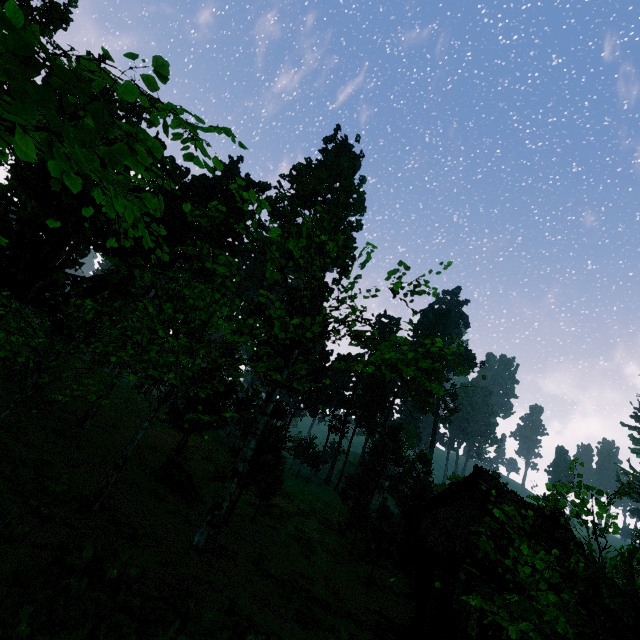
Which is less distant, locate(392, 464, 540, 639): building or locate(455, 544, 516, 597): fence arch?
locate(455, 544, 516, 597): fence arch

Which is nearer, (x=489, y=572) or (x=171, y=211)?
(x=489, y=572)

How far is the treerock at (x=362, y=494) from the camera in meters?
16.5 m

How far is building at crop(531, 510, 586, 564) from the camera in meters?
12.6

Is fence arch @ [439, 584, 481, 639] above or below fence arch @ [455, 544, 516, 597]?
below

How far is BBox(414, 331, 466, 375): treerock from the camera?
10.4m
